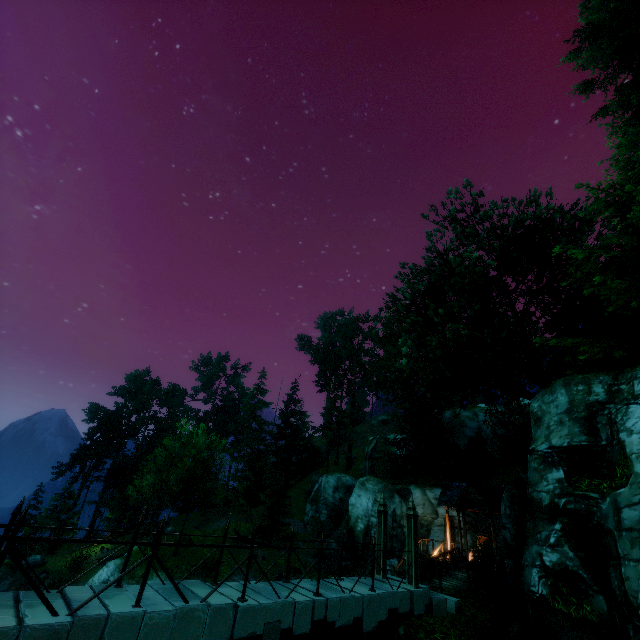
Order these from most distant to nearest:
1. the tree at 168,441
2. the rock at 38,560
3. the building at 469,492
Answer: the rock at 38,560 → the building at 469,492 → the tree at 168,441

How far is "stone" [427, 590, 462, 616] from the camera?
10.7 meters

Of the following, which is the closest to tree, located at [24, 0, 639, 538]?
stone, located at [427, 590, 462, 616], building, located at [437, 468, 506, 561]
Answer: building, located at [437, 468, 506, 561]

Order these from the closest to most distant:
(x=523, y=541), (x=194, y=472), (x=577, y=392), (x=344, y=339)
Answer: (x=577, y=392), (x=523, y=541), (x=194, y=472), (x=344, y=339)

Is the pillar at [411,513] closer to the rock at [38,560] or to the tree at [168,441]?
the tree at [168,441]

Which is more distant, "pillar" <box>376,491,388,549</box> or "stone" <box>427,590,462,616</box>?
"pillar" <box>376,491,388,549</box>

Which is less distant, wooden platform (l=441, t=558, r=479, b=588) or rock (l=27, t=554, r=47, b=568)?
wooden platform (l=441, t=558, r=479, b=588)

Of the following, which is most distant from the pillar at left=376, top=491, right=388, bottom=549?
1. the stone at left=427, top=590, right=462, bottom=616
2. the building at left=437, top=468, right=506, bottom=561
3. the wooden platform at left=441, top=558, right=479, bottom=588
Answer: the building at left=437, top=468, right=506, bottom=561
